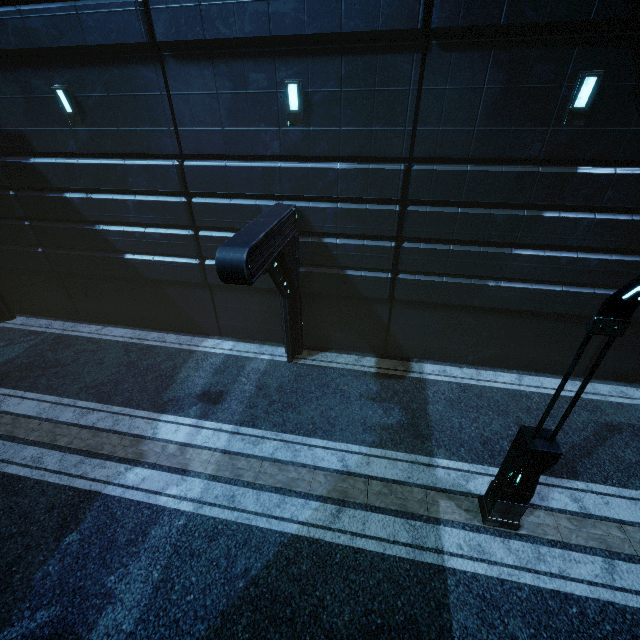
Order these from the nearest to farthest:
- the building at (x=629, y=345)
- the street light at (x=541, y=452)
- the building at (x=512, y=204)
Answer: the street light at (x=541, y=452), the building at (x=512, y=204), the building at (x=629, y=345)

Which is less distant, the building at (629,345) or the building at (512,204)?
the building at (512,204)

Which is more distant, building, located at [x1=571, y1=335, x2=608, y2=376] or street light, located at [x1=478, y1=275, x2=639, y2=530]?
building, located at [x1=571, y1=335, x2=608, y2=376]

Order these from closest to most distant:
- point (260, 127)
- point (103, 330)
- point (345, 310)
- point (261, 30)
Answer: point (261, 30) < point (260, 127) < point (345, 310) < point (103, 330)

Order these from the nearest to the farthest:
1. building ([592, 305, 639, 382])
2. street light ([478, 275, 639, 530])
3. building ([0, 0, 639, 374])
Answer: street light ([478, 275, 639, 530]), building ([0, 0, 639, 374]), building ([592, 305, 639, 382])

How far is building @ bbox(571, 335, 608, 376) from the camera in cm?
916

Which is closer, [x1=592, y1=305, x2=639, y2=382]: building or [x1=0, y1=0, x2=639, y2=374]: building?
[x1=0, y1=0, x2=639, y2=374]: building
